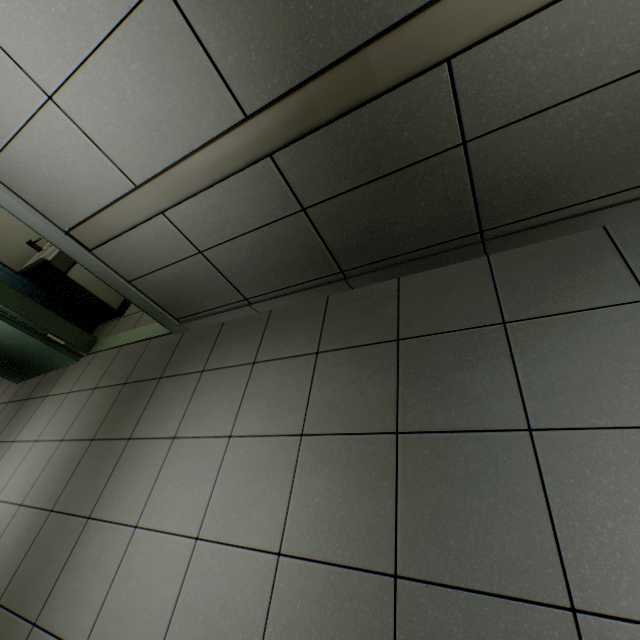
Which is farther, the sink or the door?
the sink

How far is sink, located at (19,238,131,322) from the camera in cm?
337

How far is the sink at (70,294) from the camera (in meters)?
3.37

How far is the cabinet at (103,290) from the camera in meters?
3.5 m

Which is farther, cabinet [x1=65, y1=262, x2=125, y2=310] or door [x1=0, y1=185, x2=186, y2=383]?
cabinet [x1=65, y1=262, x2=125, y2=310]

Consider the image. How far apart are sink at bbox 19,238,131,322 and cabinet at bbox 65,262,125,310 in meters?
0.0 m

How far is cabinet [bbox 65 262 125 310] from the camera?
3.5m

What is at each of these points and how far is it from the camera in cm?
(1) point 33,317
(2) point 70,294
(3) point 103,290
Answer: (1) door, 329
(2) sink, 372
(3) cabinet, 376
